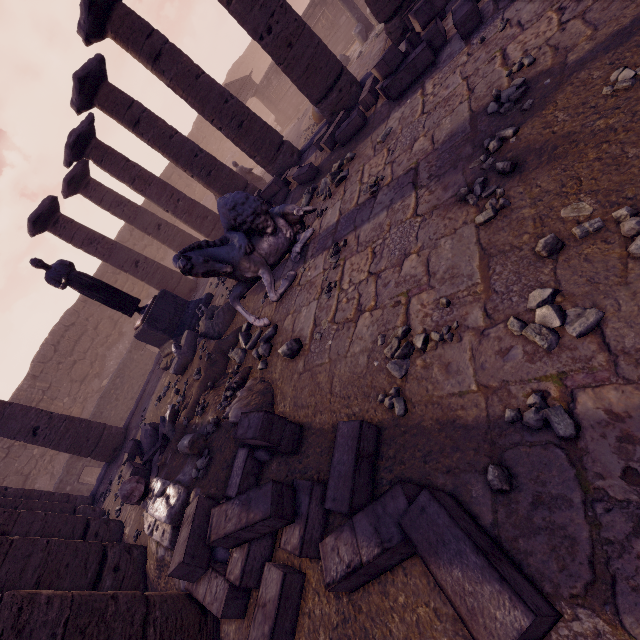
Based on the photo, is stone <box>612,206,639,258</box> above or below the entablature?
below

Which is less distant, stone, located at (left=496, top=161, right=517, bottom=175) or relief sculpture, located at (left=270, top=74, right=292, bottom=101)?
stone, located at (left=496, top=161, right=517, bottom=175)

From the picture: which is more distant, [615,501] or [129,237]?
[129,237]

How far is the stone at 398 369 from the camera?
2.7 meters

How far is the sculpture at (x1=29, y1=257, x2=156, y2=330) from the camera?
8.2m

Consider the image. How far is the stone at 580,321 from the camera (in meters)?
1.87

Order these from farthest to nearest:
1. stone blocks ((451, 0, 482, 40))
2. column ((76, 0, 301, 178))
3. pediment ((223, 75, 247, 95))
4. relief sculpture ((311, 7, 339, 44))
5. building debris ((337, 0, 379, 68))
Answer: pediment ((223, 75, 247, 95)) < relief sculpture ((311, 7, 339, 44)) < building debris ((337, 0, 379, 68)) < column ((76, 0, 301, 178)) < stone blocks ((451, 0, 482, 40))

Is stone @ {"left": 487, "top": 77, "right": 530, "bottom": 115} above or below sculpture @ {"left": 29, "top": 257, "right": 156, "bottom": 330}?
below
